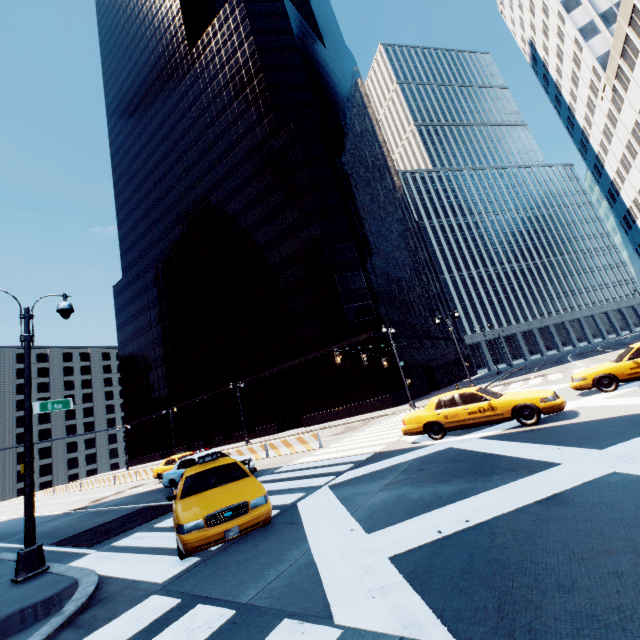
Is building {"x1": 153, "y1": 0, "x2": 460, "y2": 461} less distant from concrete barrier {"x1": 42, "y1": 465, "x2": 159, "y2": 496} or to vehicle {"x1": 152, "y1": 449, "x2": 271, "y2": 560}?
concrete barrier {"x1": 42, "y1": 465, "x2": 159, "y2": 496}

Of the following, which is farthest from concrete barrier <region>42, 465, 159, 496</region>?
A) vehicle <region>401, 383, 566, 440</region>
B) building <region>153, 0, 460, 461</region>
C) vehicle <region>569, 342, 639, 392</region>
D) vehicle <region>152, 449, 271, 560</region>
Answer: vehicle <region>569, 342, 639, 392</region>

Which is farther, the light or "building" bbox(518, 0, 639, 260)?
"building" bbox(518, 0, 639, 260)

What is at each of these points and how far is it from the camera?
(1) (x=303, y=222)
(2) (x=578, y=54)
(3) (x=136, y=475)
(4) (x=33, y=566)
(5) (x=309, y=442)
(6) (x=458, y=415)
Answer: (1) building, 42.7 meters
(2) building, 45.8 meters
(3) concrete barrier, 28.8 meters
(4) light, 7.6 meters
(5) concrete barrier, 18.1 meters
(6) vehicle, 11.0 meters

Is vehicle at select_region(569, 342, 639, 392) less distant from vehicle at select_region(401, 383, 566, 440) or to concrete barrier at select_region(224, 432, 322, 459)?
vehicle at select_region(401, 383, 566, 440)

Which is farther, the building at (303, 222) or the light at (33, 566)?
the building at (303, 222)

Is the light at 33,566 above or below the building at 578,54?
below

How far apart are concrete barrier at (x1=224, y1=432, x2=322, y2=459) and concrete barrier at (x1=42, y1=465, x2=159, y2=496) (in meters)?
21.50
